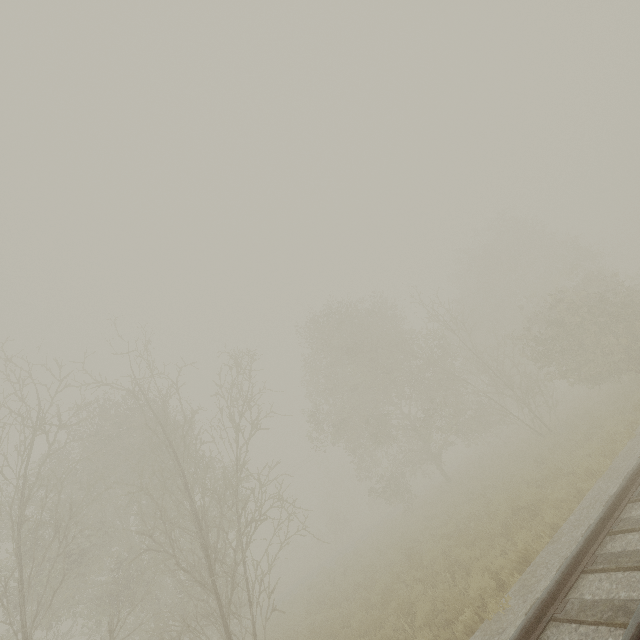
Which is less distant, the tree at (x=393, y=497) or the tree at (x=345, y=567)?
the tree at (x=393, y=497)

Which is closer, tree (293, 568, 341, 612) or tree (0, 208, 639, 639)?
tree (0, 208, 639, 639)

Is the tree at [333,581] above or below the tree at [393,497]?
below

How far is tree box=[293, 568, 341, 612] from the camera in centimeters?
1585cm

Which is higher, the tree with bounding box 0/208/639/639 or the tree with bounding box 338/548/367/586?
the tree with bounding box 0/208/639/639

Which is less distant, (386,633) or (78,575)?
(386,633)
